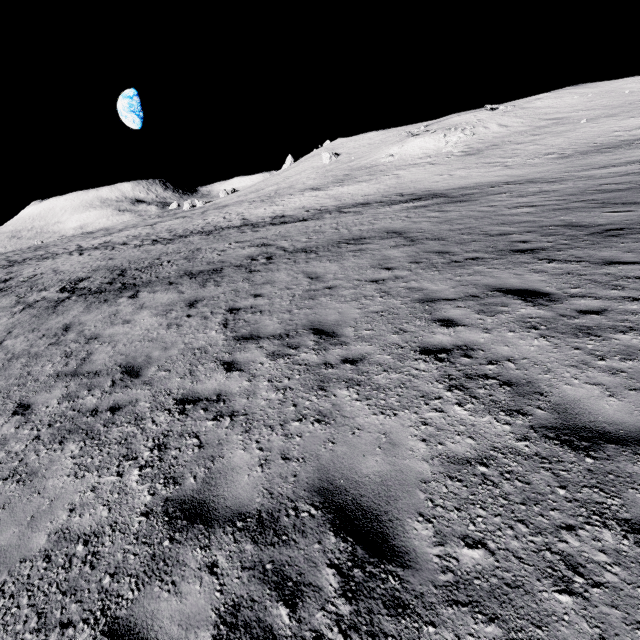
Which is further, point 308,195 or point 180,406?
point 308,195
